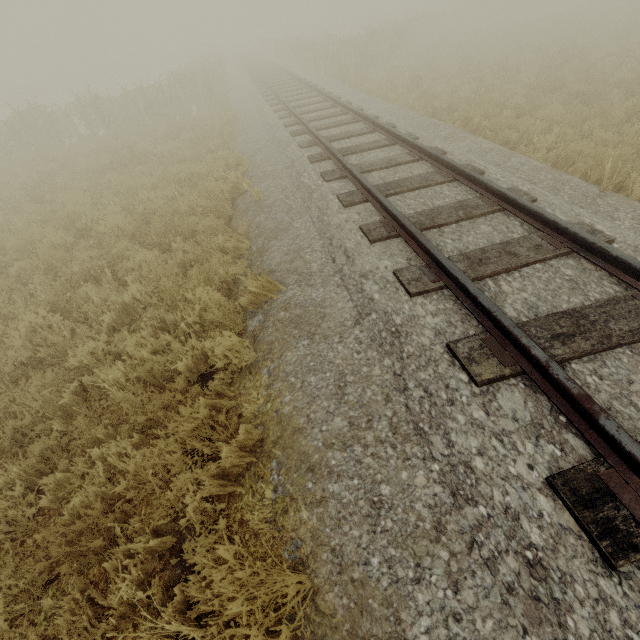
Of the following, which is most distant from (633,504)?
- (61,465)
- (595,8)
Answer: (595,8)
